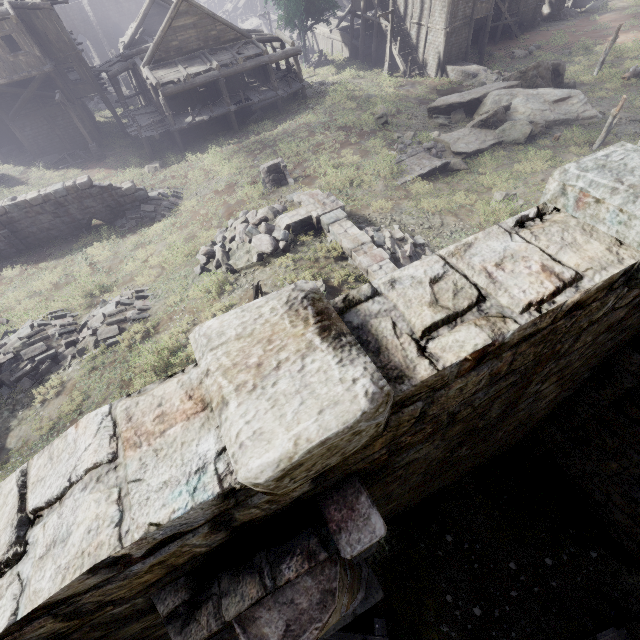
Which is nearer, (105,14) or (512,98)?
(512,98)

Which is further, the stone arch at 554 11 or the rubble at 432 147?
the stone arch at 554 11

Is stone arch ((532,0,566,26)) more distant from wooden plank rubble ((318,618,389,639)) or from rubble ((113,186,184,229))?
wooden plank rubble ((318,618,389,639))

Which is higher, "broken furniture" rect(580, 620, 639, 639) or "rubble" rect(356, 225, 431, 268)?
"broken furniture" rect(580, 620, 639, 639)

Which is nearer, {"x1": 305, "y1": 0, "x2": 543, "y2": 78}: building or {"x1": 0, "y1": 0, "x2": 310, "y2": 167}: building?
{"x1": 0, "y1": 0, "x2": 310, "y2": 167}: building

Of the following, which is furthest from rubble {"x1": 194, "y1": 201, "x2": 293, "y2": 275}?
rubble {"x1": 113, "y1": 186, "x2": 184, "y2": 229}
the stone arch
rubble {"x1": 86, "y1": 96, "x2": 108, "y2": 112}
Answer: the stone arch

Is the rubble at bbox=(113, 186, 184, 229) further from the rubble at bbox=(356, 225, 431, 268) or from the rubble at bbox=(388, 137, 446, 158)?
the rubble at bbox=(388, 137, 446, 158)

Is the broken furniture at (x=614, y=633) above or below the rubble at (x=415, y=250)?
above
